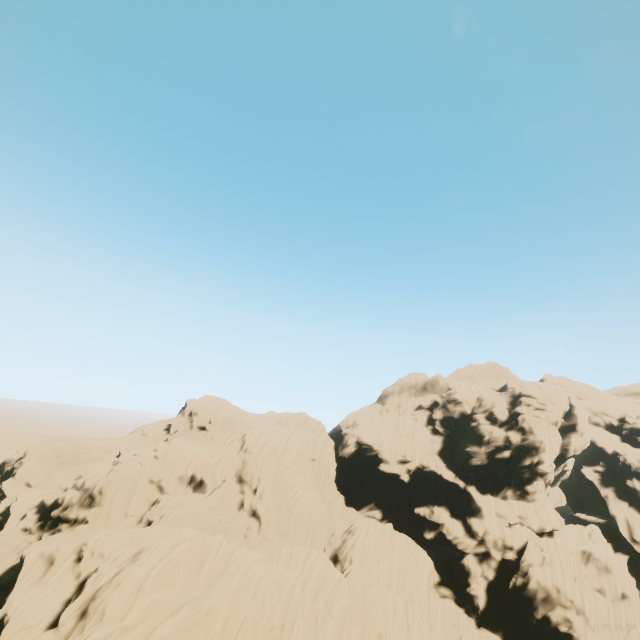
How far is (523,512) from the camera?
45.5 meters
